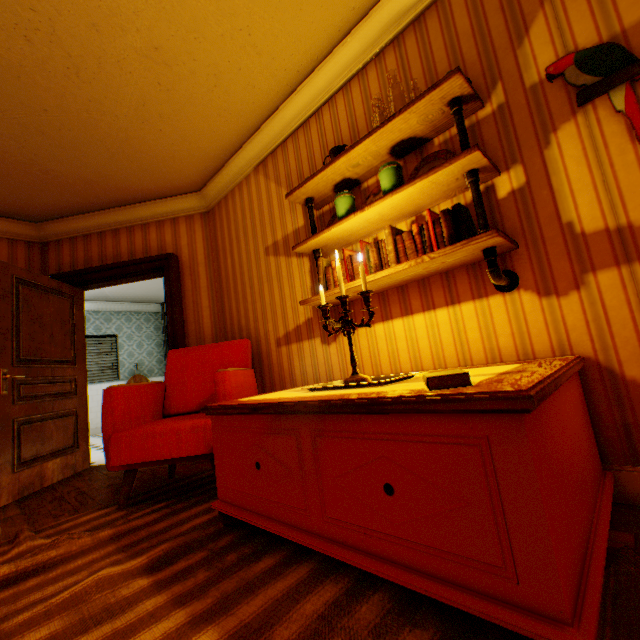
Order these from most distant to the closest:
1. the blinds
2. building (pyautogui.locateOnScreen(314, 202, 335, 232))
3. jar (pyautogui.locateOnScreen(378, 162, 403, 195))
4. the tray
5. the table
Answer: the blinds < building (pyautogui.locateOnScreen(314, 202, 335, 232)) < jar (pyautogui.locateOnScreen(378, 162, 403, 195)) < the tray < the table

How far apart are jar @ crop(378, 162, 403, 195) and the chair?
1.6 meters

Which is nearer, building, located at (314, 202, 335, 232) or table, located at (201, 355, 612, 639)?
table, located at (201, 355, 612, 639)

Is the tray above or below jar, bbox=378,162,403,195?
below

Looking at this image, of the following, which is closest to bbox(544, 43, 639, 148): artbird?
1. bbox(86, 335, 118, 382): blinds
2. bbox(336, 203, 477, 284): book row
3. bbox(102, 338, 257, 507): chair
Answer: bbox(336, 203, 477, 284): book row

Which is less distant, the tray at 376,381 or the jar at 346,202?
the tray at 376,381

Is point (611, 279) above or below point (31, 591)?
above

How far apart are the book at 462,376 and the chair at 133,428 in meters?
1.6 m
